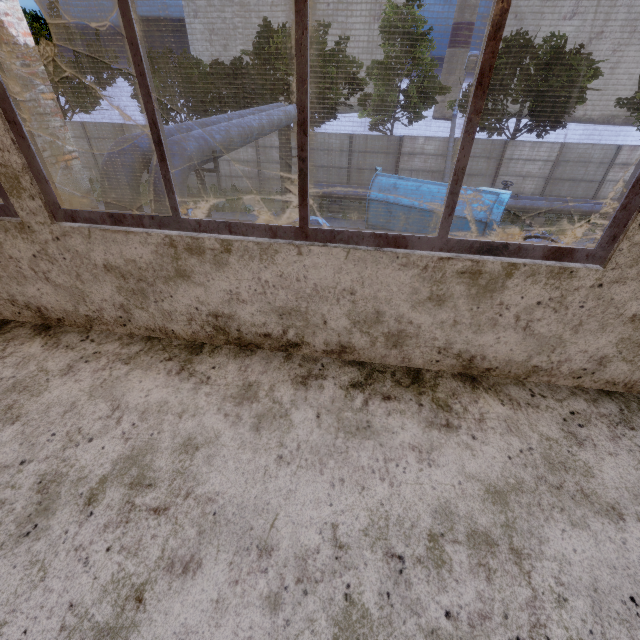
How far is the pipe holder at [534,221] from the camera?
17.2m

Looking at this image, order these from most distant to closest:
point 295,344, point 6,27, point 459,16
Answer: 1. point 459,16
2. point 6,27
3. point 295,344

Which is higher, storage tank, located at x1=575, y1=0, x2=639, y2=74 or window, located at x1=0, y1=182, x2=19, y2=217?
storage tank, located at x1=575, y1=0, x2=639, y2=74

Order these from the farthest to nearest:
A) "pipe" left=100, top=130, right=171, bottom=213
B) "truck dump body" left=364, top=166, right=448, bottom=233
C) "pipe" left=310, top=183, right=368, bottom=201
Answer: "pipe" left=310, top=183, right=368, bottom=201, "truck dump body" left=364, top=166, right=448, bottom=233, "pipe" left=100, top=130, right=171, bottom=213

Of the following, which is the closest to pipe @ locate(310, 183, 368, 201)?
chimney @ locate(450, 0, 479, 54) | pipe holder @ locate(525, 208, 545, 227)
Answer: pipe holder @ locate(525, 208, 545, 227)

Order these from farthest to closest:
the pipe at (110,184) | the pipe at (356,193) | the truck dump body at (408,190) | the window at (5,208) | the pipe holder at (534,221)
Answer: the pipe at (356,193) < the pipe holder at (534,221) < the truck dump body at (408,190) < the pipe at (110,184) < the window at (5,208)

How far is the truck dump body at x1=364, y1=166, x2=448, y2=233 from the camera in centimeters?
1336cm

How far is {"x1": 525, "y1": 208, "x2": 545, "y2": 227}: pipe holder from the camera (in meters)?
17.19
